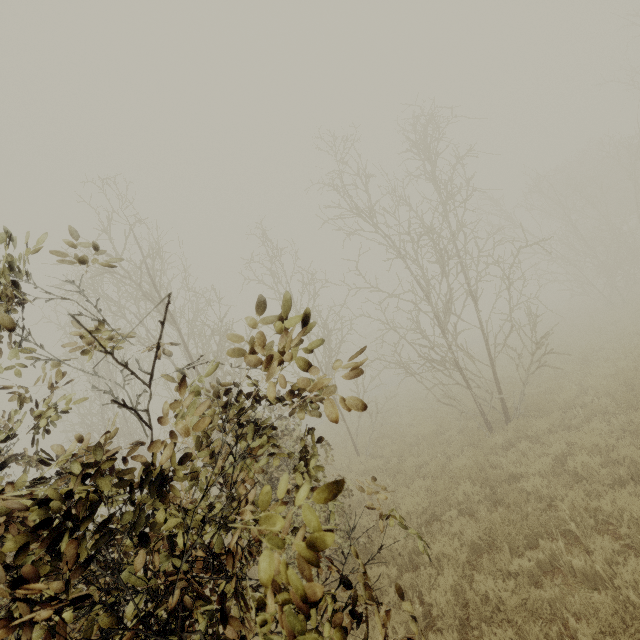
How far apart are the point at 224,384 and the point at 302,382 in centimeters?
92cm
